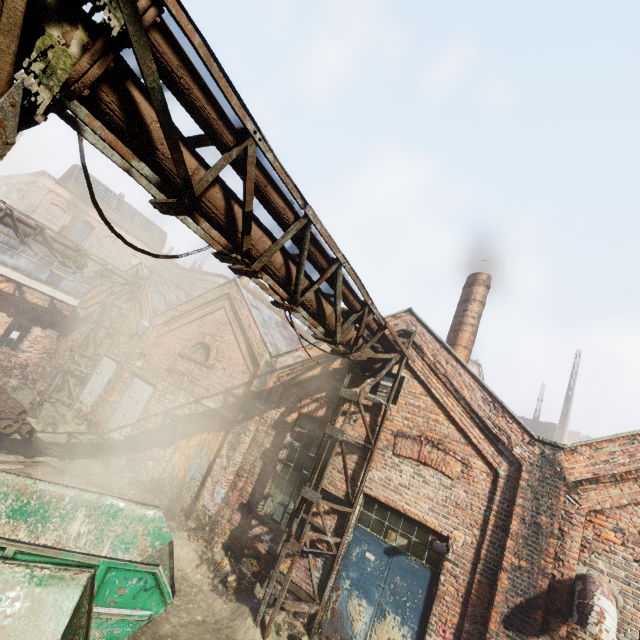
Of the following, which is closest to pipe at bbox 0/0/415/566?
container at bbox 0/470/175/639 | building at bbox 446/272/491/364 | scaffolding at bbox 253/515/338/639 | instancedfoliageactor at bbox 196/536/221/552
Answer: scaffolding at bbox 253/515/338/639

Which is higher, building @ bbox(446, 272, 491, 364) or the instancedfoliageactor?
building @ bbox(446, 272, 491, 364)

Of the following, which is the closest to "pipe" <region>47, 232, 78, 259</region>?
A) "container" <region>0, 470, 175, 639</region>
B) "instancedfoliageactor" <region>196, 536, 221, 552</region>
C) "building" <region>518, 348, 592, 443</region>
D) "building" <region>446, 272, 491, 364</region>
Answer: "container" <region>0, 470, 175, 639</region>

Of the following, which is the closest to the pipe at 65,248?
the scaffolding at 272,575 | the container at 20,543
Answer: the scaffolding at 272,575

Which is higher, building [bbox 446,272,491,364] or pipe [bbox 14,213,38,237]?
building [bbox 446,272,491,364]

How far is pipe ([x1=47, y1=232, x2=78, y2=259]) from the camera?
12.1m

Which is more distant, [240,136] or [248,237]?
[248,237]

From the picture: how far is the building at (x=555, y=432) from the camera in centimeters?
3130cm
